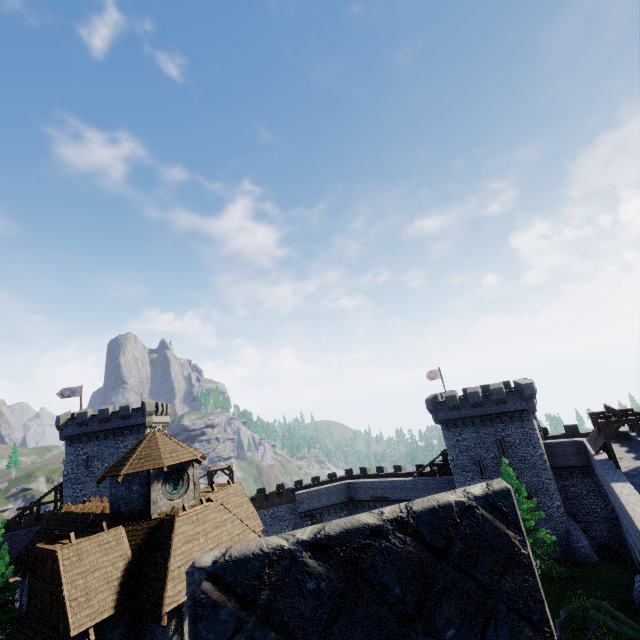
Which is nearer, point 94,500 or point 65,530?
point 65,530

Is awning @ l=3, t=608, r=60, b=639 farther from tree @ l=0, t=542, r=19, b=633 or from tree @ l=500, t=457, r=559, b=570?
tree @ l=500, t=457, r=559, b=570

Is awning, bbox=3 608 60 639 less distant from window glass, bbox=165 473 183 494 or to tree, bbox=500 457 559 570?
window glass, bbox=165 473 183 494

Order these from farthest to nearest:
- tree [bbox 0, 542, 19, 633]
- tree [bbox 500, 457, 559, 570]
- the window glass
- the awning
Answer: tree [bbox 500, 457, 559, 570] < tree [bbox 0, 542, 19, 633] < the window glass < the awning

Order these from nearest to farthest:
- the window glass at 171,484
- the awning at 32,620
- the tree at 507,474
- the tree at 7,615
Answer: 1. the awning at 32,620
2. the window glass at 171,484
3. the tree at 7,615
4. the tree at 507,474

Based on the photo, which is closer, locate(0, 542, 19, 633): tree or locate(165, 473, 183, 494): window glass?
locate(165, 473, 183, 494): window glass

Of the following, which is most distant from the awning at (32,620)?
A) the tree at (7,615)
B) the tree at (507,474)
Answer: the tree at (507,474)
